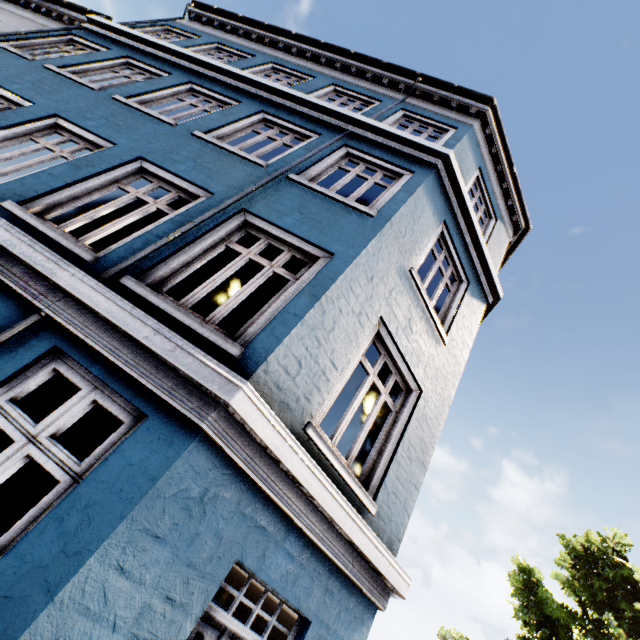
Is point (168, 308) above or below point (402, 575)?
above

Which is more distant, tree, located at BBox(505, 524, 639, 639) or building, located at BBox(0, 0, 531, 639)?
tree, located at BBox(505, 524, 639, 639)

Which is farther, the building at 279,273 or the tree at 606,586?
the tree at 606,586
